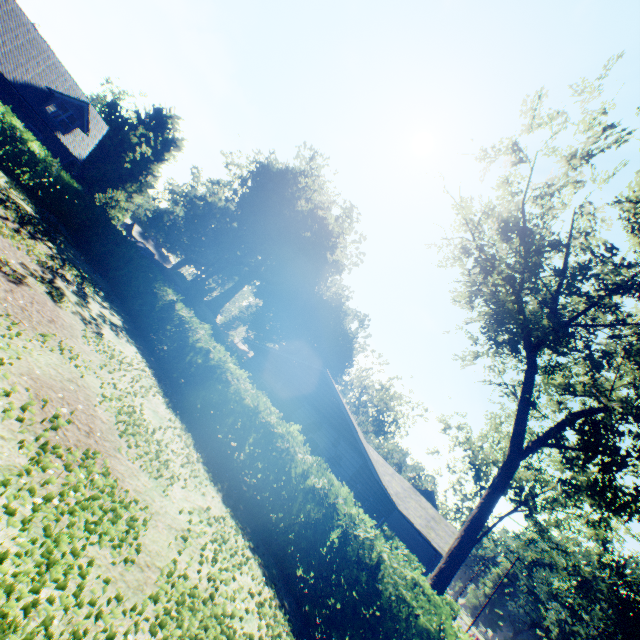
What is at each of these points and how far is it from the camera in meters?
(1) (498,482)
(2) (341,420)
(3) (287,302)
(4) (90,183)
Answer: (1) tree, 13.9 m
(2) house, 17.7 m
(3) plant, 55.2 m
(4) plant, 56.4 m

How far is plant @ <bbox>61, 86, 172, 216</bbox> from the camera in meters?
48.9 m

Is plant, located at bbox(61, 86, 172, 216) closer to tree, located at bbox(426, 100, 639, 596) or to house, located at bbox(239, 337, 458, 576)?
house, located at bbox(239, 337, 458, 576)

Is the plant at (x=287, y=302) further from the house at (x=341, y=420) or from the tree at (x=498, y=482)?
the tree at (x=498, y=482)

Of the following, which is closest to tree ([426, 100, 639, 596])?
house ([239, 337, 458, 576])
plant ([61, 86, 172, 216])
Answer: house ([239, 337, 458, 576])

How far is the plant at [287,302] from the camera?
38.9m

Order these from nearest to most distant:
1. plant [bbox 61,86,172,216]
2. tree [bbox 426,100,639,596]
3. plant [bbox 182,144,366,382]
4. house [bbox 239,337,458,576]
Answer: tree [bbox 426,100,639,596], house [bbox 239,337,458,576], plant [bbox 182,144,366,382], plant [bbox 61,86,172,216]
